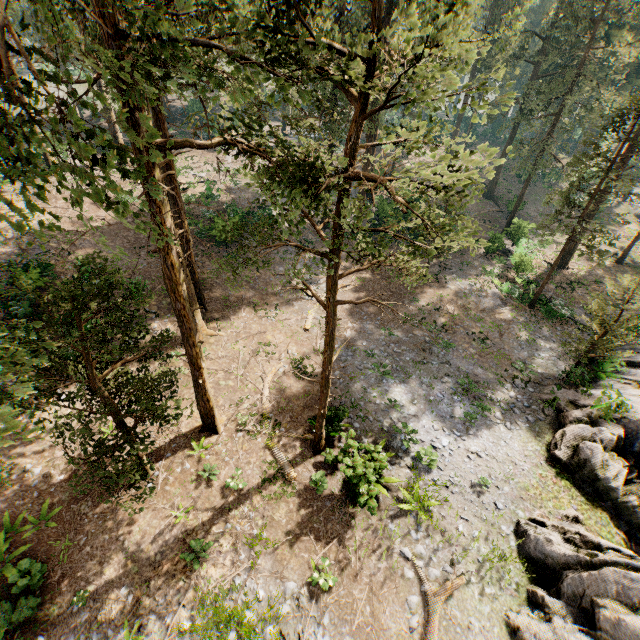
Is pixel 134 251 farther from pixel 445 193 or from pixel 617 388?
pixel 617 388

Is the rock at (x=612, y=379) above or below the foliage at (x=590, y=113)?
below

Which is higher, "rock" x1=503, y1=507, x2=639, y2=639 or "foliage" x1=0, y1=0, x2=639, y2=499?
"foliage" x1=0, y1=0, x2=639, y2=499

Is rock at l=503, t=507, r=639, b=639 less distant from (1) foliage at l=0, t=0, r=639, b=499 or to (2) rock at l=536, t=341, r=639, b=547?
(2) rock at l=536, t=341, r=639, b=547

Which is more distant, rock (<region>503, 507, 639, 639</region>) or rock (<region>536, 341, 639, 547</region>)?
rock (<region>536, 341, 639, 547</region>)

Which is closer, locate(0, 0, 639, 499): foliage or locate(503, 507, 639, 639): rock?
locate(0, 0, 639, 499): foliage

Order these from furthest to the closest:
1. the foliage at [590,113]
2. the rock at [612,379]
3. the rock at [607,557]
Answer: the rock at [612,379] < the rock at [607,557] < the foliage at [590,113]

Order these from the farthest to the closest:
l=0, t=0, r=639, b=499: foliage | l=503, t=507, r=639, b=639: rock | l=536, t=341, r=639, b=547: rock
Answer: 1. l=536, t=341, r=639, b=547: rock
2. l=503, t=507, r=639, b=639: rock
3. l=0, t=0, r=639, b=499: foliage
